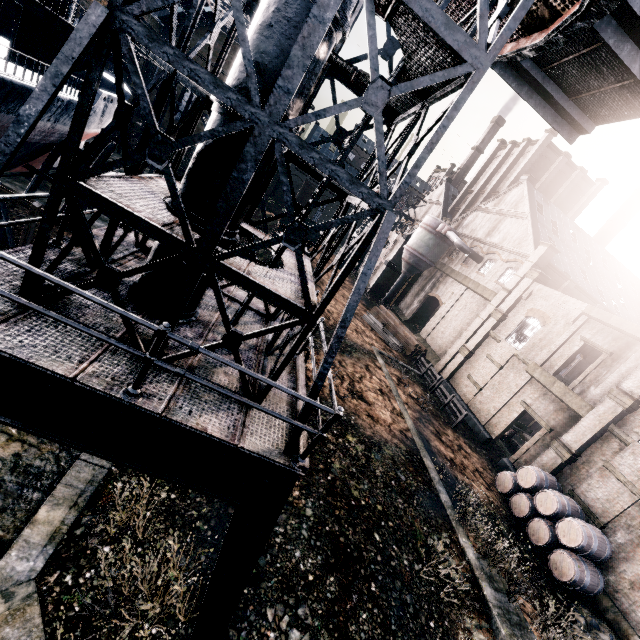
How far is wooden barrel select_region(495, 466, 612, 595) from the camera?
14.9 meters

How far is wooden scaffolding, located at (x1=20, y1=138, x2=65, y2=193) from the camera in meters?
21.6

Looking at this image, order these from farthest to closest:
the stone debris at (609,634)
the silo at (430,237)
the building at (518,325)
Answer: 1. the silo at (430,237)
2. the building at (518,325)
3. the stone debris at (609,634)

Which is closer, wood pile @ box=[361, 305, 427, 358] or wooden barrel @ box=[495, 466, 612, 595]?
wooden barrel @ box=[495, 466, 612, 595]

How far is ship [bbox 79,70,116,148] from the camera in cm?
2064

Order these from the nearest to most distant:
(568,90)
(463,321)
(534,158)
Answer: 1. (568,90)
2. (463,321)
3. (534,158)

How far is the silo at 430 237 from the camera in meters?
36.7 m
